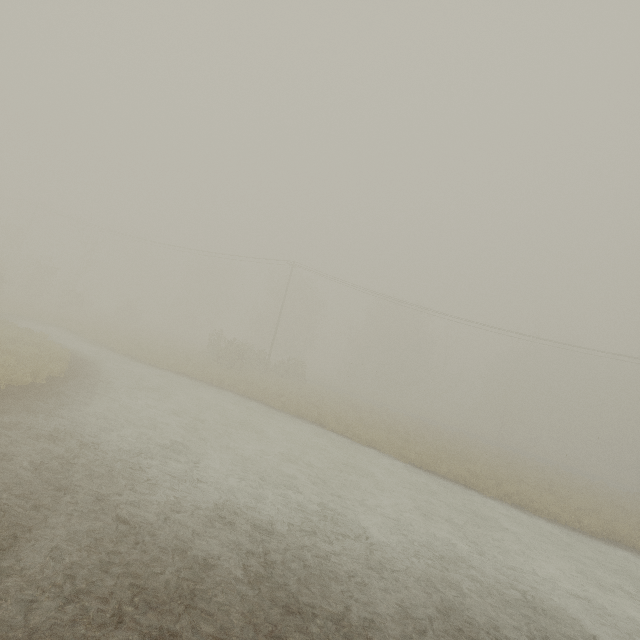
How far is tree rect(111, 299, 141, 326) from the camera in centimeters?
4244cm

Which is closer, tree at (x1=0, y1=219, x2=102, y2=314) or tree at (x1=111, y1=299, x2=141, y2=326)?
tree at (x1=0, y1=219, x2=102, y2=314)

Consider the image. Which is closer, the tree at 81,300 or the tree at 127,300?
the tree at 81,300

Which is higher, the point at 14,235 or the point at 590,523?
the point at 14,235

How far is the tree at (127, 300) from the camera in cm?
4244
